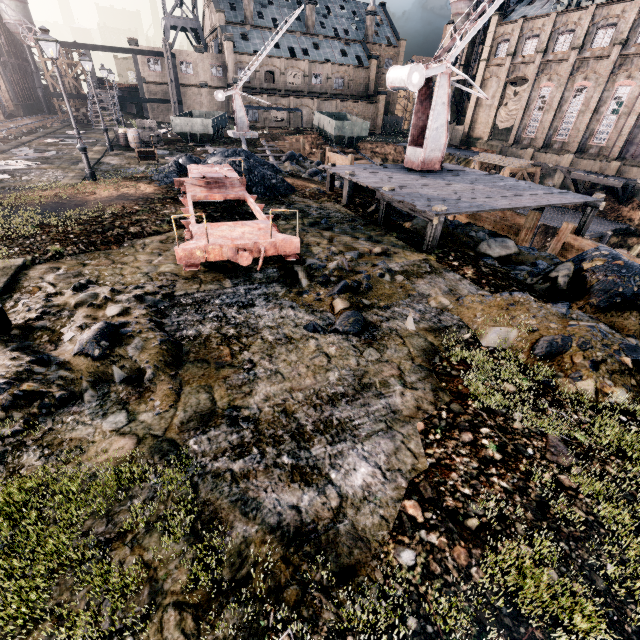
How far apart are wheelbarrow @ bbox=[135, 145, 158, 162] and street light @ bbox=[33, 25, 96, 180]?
5.1m

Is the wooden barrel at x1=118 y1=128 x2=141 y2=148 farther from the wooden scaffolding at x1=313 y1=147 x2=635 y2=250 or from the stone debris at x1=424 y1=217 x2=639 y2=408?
the stone debris at x1=424 y1=217 x2=639 y2=408

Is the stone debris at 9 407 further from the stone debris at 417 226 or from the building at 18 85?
the building at 18 85

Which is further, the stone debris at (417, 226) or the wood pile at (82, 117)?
the wood pile at (82, 117)

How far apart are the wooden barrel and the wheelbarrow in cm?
618

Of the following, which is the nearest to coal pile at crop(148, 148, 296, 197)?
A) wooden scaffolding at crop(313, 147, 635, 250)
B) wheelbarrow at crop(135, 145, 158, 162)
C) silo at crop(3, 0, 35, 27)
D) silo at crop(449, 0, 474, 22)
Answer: wooden scaffolding at crop(313, 147, 635, 250)

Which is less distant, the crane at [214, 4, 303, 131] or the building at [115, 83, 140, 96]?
the crane at [214, 4, 303, 131]

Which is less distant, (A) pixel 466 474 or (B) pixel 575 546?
(B) pixel 575 546
